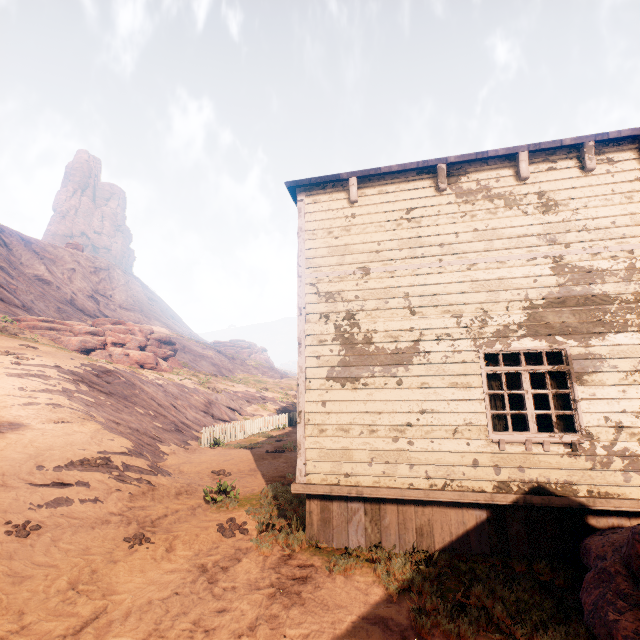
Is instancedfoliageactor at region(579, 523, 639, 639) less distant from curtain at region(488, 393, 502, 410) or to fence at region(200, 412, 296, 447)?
curtain at region(488, 393, 502, 410)

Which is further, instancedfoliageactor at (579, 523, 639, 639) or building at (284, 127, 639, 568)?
building at (284, 127, 639, 568)

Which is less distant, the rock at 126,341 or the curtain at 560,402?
the curtain at 560,402

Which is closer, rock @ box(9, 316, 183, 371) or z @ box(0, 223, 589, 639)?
z @ box(0, 223, 589, 639)

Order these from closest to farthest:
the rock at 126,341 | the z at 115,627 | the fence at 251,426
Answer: the z at 115,627
the fence at 251,426
the rock at 126,341

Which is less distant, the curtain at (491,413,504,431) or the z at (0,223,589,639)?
the z at (0,223,589,639)

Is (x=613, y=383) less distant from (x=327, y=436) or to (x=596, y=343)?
(x=596, y=343)

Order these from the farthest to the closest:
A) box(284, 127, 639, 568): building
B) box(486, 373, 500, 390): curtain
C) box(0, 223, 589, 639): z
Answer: box(486, 373, 500, 390): curtain < box(284, 127, 639, 568): building < box(0, 223, 589, 639): z
